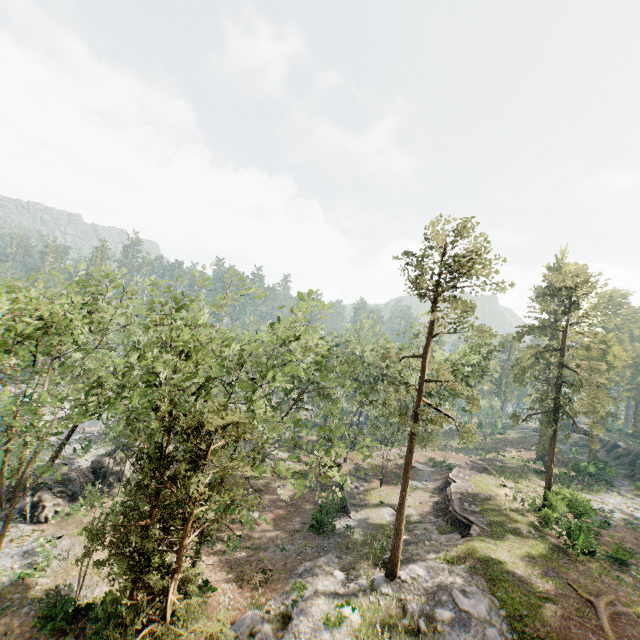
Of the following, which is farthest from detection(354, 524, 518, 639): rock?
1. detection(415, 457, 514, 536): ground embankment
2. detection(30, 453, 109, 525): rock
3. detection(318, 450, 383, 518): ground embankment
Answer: detection(30, 453, 109, 525): rock

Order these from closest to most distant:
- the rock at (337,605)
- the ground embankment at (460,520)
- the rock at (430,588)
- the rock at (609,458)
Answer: the rock at (430,588) < the rock at (337,605) < the ground embankment at (460,520) < the rock at (609,458)

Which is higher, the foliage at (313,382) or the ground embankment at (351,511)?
the foliage at (313,382)

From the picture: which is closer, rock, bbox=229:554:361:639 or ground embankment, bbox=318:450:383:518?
rock, bbox=229:554:361:639

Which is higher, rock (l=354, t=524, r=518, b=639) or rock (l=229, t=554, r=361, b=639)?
rock (l=354, t=524, r=518, b=639)

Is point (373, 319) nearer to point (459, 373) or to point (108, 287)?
point (459, 373)

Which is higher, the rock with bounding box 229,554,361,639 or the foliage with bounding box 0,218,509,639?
the foliage with bounding box 0,218,509,639

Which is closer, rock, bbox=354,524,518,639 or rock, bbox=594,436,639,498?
rock, bbox=354,524,518,639
